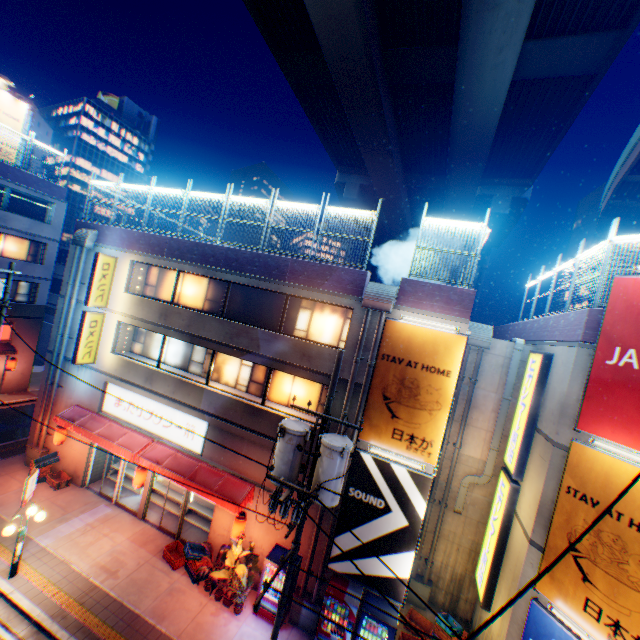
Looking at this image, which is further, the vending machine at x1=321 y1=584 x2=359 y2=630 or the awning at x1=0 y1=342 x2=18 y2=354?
the awning at x1=0 y1=342 x2=18 y2=354

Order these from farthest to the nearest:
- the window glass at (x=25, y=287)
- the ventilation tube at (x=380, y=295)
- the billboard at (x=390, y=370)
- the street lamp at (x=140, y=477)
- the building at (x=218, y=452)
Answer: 1. the window glass at (x=25, y=287)
2. the street lamp at (x=140, y=477)
3. the building at (x=218, y=452)
4. the ventilation tube at (x=380, y=295)
5. the billboard at (x=390, y=370)

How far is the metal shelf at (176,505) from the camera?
15.4m

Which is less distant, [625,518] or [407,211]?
[625,518]

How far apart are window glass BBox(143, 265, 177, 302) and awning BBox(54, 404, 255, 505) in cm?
607

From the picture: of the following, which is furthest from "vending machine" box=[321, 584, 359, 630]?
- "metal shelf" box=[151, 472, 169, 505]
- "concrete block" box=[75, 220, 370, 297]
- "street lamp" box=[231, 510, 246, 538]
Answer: "concrete block" box=[75, 220, 370, 297]

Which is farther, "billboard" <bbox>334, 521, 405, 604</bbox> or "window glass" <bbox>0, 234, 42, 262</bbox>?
"window glass" <bbox>0, 234, 42, 262</bbox>

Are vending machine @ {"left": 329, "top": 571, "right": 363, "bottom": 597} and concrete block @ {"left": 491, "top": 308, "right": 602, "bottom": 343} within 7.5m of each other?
no
